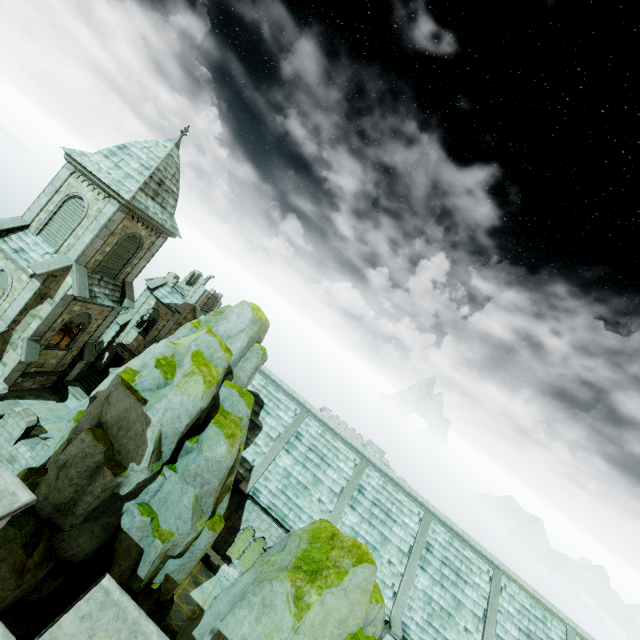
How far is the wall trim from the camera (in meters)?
22.27

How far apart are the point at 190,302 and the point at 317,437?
19.2 meters

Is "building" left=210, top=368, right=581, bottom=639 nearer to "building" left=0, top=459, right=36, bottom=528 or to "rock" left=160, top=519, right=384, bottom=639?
"rock" left=160, top=519, right=384, bottom=639

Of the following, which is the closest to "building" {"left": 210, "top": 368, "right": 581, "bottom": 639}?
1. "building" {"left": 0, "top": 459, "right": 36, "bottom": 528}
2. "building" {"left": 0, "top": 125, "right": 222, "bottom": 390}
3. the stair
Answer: "building" {"left": 0, "top": 125, "right": 222, "bottom": 390}

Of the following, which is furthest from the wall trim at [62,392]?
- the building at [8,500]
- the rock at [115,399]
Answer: the building at [8,500]

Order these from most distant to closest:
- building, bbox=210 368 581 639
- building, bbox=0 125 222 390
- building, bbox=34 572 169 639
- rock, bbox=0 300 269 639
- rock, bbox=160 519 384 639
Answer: building, bbox=210 368 581 639 < building, bbox=0 125 222 390 < rock, bbox=0 300 269 639 < rock, bbox=160 519 384 639 < building, bbox=34 572 169 639

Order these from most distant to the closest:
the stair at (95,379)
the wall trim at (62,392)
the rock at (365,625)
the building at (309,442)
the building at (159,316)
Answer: the stair at (95,379) → the wall trim at (62,392) → the building at (309,442) → the building at (159,316) → the rock at (365,625)

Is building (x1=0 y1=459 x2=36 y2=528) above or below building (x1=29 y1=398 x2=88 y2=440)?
above
